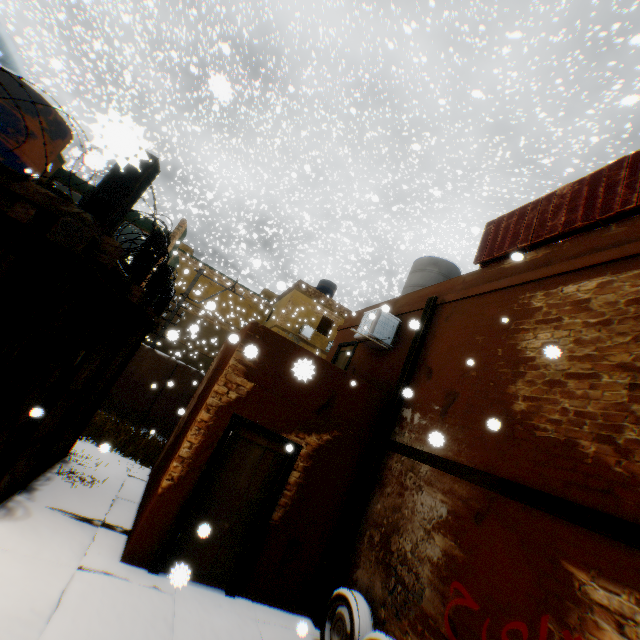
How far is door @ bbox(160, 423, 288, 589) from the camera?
5.1 meters

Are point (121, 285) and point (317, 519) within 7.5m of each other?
yes

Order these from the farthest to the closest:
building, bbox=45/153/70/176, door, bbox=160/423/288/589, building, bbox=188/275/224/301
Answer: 1. building, bbox=188/275/224/301
2. building, bbox=45/153/70/176
3. door, bbox=160/423/288/589

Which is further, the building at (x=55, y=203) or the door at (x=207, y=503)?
the door at (x=207, y=503)

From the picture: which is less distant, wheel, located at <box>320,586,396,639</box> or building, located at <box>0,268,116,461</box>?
building, located at <box>0,268,116,461</box>

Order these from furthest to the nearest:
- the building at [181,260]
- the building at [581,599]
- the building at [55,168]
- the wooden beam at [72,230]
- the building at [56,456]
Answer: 1. the building at [181,260]
2. the building at [55,168]
3. the building at [56,456]
4. the building at [581,599]
5. the wooden beam at [72,230]

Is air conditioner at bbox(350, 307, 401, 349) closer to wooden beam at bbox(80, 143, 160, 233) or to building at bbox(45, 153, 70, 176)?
building at bbox(45, 153, 70, 176)

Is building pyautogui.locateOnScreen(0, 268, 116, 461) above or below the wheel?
above
